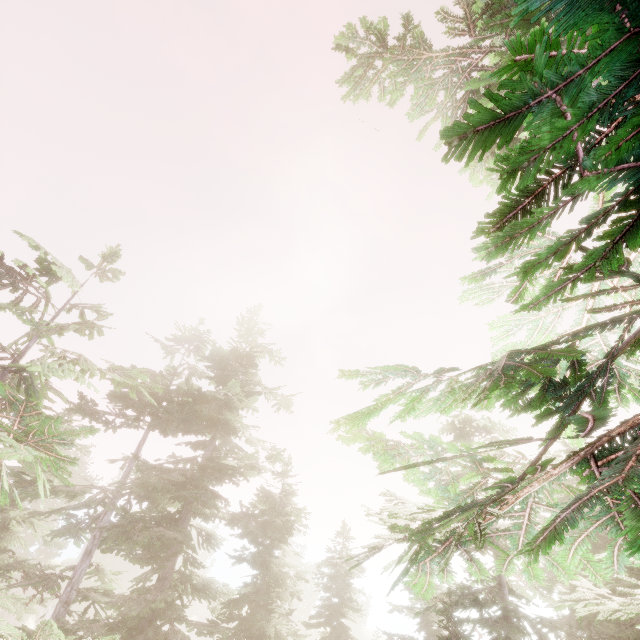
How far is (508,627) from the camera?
13.7 meters
